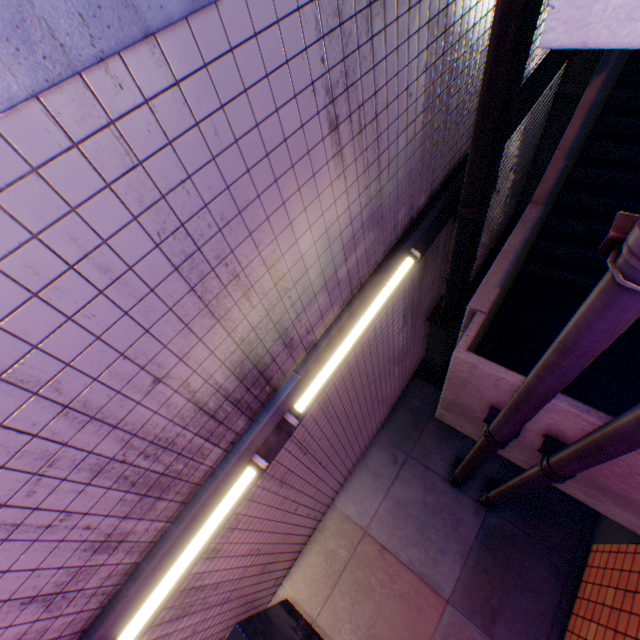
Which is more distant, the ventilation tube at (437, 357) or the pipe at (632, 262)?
the ventilation tube at (437, 357)

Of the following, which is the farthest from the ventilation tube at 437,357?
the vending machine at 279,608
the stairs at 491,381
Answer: the vending machine at 279,608

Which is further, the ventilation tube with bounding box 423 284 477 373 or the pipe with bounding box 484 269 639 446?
the ventilation tube with bounding box 423 284 477 373

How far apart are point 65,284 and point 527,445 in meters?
4.6 m

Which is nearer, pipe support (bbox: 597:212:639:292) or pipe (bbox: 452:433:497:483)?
pipe support (bbox: 597:212:639:292)

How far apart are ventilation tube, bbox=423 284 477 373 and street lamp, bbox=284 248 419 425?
2.20m

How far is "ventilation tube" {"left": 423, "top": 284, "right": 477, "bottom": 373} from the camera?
5.6m

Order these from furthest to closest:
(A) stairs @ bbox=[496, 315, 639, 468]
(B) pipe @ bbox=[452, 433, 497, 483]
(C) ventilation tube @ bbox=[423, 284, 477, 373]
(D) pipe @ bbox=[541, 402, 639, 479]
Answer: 1. (C) ventilation tube @ bbox=[423, 284, 477, 373]
2. (B) pipe @ bbox=[452, 433, 497, 483]
3. (A) stairs @ bbox=[496, 315, 639, 468]
4. (D) pipe @ bbox=[541, 402, 639, 479]
